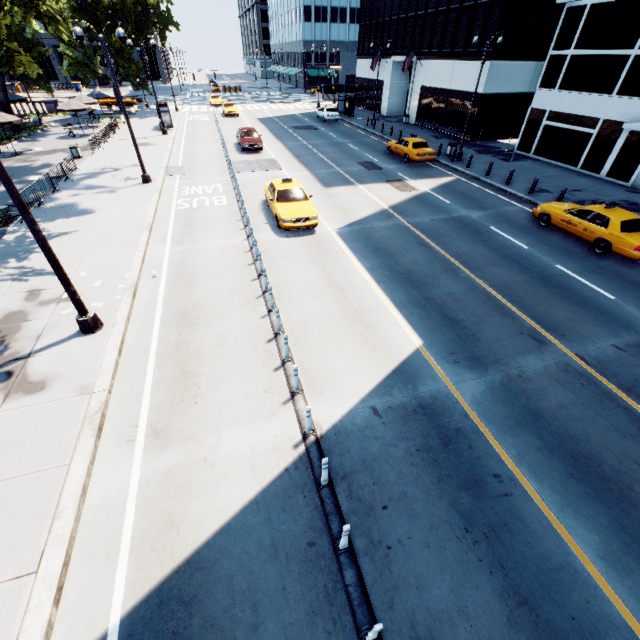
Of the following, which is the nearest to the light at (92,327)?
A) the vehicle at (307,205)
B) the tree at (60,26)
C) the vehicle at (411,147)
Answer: the tree at (60,26)

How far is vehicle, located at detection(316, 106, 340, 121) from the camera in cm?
3903

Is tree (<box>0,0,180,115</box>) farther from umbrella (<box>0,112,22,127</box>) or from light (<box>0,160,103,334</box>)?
umbrella (<box>0,112,22,127</box>)

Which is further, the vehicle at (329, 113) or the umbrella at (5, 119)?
the vehicle at (329, 113)

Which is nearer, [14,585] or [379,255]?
[14,585]

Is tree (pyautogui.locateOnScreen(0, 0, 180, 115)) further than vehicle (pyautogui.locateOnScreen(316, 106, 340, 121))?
No

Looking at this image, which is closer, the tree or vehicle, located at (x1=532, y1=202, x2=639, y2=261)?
vehicle, located at (x1=532, y1=202, x2=639, y2=261)

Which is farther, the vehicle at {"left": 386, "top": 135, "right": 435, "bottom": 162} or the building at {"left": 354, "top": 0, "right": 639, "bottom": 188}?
the vehicle at {"left": 386, "top": 135, "right": 435, "bottom": 162}
